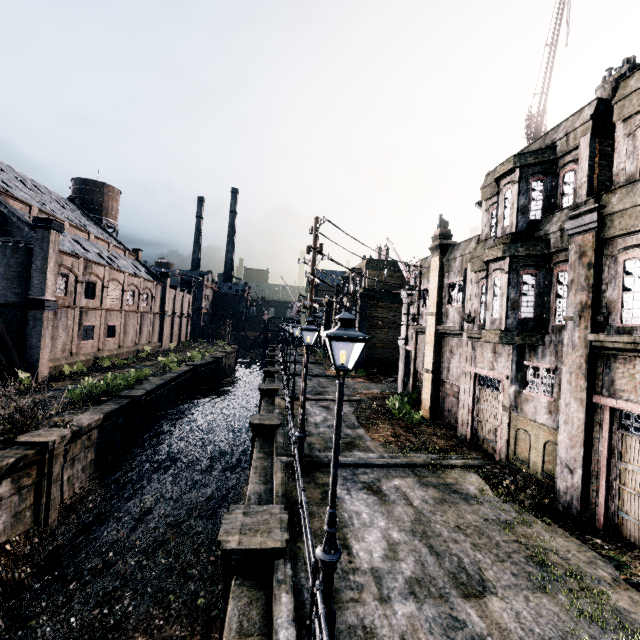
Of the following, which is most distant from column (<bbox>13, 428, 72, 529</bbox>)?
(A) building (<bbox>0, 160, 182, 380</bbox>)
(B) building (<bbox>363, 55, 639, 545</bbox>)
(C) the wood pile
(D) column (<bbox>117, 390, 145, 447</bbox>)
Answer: (C) the wood pile

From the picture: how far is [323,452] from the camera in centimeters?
1432cm

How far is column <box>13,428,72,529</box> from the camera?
13.4m

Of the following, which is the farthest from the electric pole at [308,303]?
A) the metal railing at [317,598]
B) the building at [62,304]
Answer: the building at [62,304]

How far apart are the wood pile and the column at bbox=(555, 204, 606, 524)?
25.5m

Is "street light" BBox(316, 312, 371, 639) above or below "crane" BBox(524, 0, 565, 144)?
below

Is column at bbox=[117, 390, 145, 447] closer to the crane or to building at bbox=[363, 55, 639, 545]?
building at bbox=[363, 55, 639, 545]

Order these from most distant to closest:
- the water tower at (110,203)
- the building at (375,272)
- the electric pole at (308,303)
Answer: the water tower at (110,203) → the building at (375,272) → the electric pole at (308,303)
